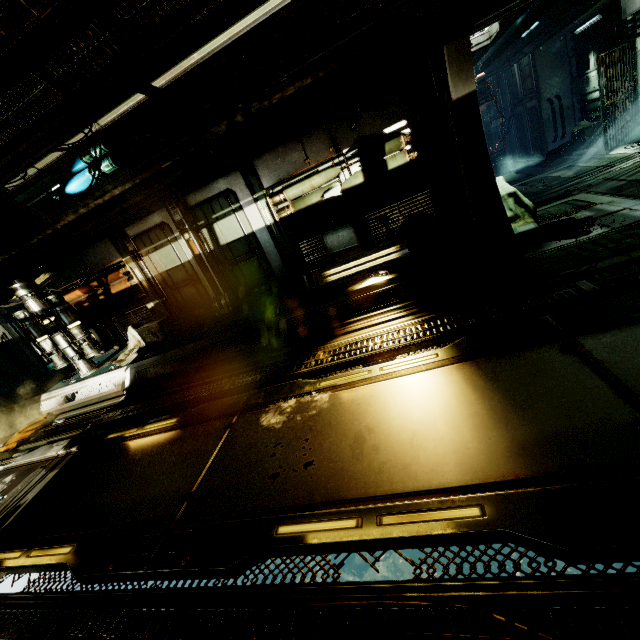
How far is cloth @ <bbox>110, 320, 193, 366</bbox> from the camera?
7.06m

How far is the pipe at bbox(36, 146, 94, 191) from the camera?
5.91m

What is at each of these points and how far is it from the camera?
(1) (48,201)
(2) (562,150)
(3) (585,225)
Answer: (1) pipe, 6.4 meters
(2) cloth, 13.6 meters
(3) cloth, 4.8 meters

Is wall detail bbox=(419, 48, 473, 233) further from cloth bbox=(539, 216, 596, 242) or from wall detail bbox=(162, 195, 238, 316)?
wall detail bbox=(162, 195, 238, 316)

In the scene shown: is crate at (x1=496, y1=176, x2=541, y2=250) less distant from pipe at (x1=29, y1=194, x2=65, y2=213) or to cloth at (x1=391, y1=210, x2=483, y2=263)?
cloth at (x1=391, y1=210, x2=483, y2=263)

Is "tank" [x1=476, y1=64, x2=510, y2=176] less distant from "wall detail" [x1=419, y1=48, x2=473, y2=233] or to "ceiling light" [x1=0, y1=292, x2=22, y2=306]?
"wall detail" [x1=419, y1=48, x2=473, y2=233]

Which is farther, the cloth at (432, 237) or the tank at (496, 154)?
the tank at (496, 154)

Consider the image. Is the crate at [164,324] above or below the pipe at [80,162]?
below
